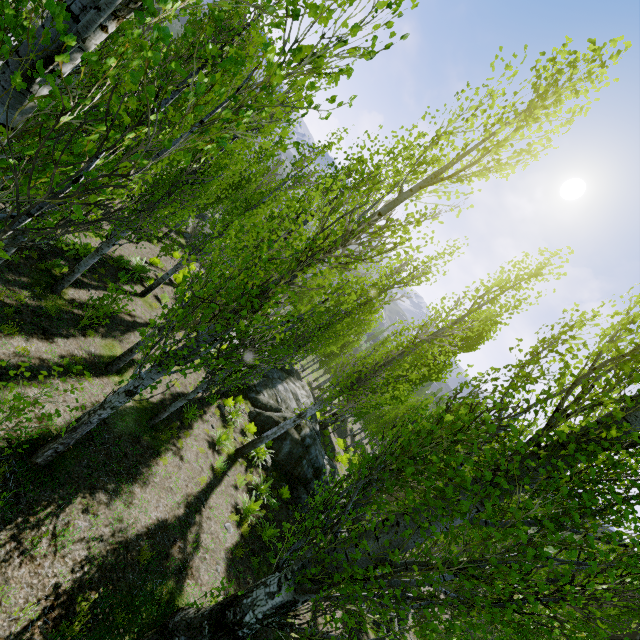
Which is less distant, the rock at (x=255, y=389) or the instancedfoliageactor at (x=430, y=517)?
the instancedfoliageactor at (x=430, y=517)

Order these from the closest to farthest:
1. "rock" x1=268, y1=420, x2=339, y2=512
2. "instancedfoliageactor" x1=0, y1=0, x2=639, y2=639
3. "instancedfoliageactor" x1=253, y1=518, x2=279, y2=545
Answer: "instancedfoliageactor" x1=0, y1=0, x2=639, y2=639
"instancedfoliageactor" x1=253, y1=518, x2=279, y2=545
"rock" x1=268, y1=420, x2=339, y2=512

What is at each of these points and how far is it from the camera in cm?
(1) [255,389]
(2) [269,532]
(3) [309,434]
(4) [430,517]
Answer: (1) rock, 1847
(2) instancedfoliageactor, 1030
(3) rock, 1655
(4) instancedfoliageactor, 398

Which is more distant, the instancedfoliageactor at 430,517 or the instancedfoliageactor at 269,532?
the instancedfoliageactor at 269,532

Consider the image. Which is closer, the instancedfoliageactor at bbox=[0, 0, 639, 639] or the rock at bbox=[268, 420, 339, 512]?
the instancedfoliageactor at bbox=[0, 0, 639, 639]

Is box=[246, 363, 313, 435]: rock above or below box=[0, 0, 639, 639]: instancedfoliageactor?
below

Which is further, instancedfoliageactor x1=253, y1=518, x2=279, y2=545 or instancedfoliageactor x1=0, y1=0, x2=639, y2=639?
instancedfoliageactor x1=253, y1=518, x2=279, y2=545
